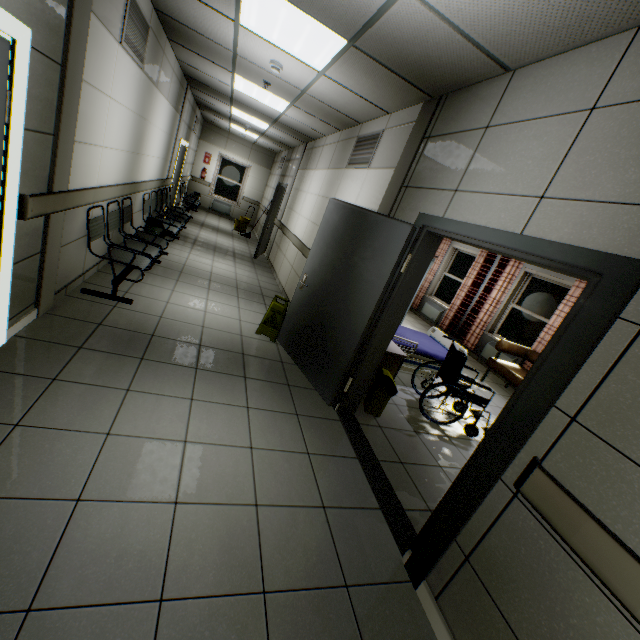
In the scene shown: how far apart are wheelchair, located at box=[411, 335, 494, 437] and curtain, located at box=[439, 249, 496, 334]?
4.4 meters

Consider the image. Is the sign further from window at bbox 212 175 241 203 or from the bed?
window at bbox 212 175 241 203

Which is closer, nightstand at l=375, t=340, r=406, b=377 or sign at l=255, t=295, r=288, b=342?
nightstand at l=375, t=340, r=406, b=377

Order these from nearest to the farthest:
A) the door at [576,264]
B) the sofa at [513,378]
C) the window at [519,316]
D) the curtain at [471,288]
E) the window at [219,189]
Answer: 1. the door at [576,264]
2. the sofa at [513,378]
3. the window at [519,316]
4. the curtain at [471,288]
5. the window at [219,189]

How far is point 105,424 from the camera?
2.24m

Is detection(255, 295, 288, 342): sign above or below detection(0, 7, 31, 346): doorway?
below

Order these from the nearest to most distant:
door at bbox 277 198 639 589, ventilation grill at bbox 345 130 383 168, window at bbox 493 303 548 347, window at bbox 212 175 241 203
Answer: door at bbox 277 198 639 589
ventilation grill at bbox 345 130 383 168
window at bbox 493 303 548 347
window at bbox 212 175 241 203

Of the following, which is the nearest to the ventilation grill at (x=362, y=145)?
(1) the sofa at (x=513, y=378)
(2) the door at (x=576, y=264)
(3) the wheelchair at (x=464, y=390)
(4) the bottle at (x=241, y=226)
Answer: (2) the door at (x=576, y=264)
